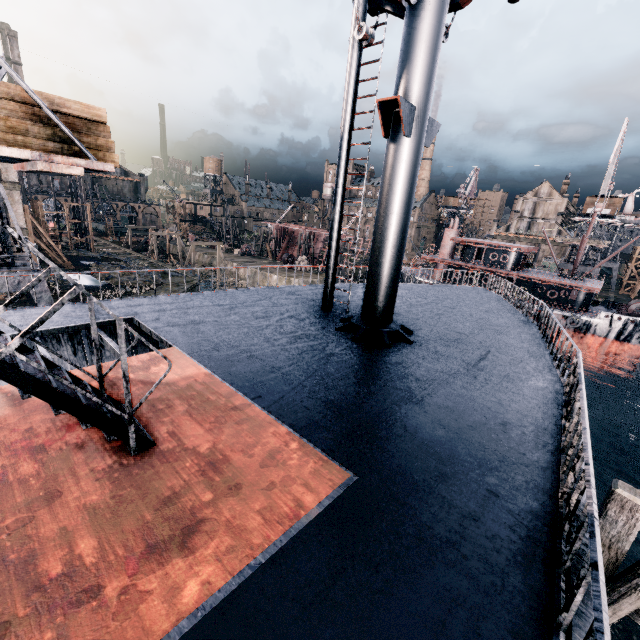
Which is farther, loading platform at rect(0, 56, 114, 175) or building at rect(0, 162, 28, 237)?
building at rect(0, 162, 28, 237)

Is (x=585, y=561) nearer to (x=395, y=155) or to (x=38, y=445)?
(x=38, y=445)

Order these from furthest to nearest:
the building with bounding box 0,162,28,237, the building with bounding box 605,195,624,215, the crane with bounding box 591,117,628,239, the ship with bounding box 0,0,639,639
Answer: the building with bounding box 605,195,624,215, the crane with bounding box 591,117,628,239, the building with bounding box 0,162,28,237, the ship with bounding box 0,0,639,639

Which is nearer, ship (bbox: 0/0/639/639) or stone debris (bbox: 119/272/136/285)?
ship (bbox: 0/0/639/639)

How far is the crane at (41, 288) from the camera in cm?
1666

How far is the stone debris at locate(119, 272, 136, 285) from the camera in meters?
37.2

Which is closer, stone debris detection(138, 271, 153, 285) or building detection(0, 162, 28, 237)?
building detection(0, 162, 28, 237)

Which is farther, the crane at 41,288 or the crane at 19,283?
the crane at 41,288
